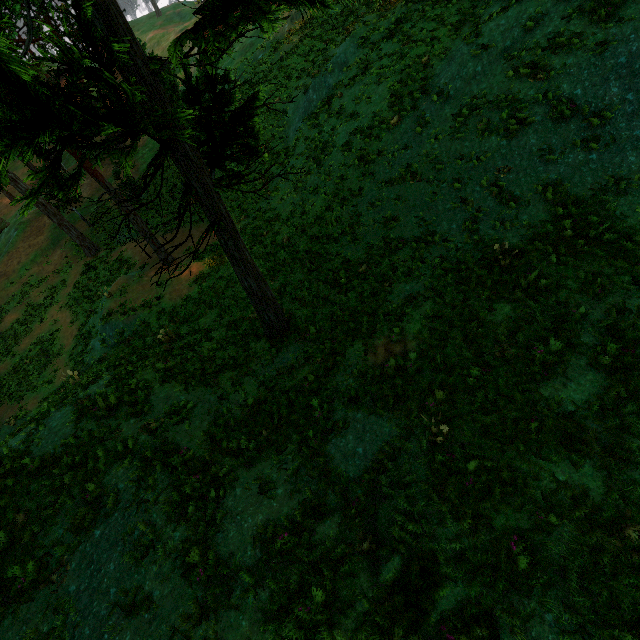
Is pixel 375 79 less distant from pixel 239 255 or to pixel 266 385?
pixel 239 255
